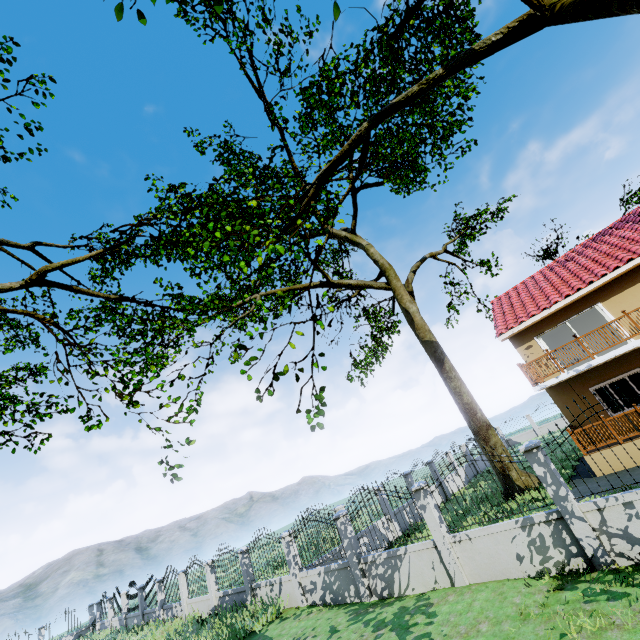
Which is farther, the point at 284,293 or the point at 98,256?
the point at 284,293

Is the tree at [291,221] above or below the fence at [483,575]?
above

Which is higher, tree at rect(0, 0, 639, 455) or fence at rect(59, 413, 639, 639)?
tree at rect(0, 0, 639, 455)
